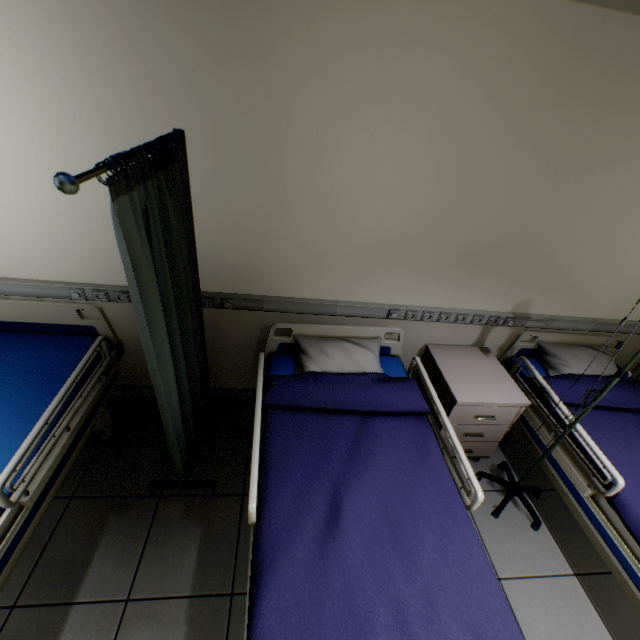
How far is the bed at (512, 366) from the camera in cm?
219

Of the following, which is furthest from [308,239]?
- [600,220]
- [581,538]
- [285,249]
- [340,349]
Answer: [581,538]

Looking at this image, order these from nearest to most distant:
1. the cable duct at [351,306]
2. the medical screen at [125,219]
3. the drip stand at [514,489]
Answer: the medical screen at [125,219], the drip stand at [514,489], the cable duct at [351,306]

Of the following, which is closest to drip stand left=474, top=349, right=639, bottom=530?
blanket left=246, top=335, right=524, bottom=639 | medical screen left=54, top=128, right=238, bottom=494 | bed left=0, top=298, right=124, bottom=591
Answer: Result: blanket left=246, top=335, right=524, bottom=639

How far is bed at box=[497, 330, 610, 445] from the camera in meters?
2.2 m

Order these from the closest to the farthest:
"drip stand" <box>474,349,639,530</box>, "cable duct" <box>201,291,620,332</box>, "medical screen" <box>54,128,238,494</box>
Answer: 1. "medical screen" <box>54,128,238,494</box>
2. "drip stand" <box>474,349,639,530</box>
3. "cable duct" <box>201,291,620,332</box>

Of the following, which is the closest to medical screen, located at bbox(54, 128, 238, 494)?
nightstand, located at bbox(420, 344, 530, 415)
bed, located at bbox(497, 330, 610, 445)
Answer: nightstand, located at bbox(420, 344, 530, 415)

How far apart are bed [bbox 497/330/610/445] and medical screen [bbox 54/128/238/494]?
2.14m
